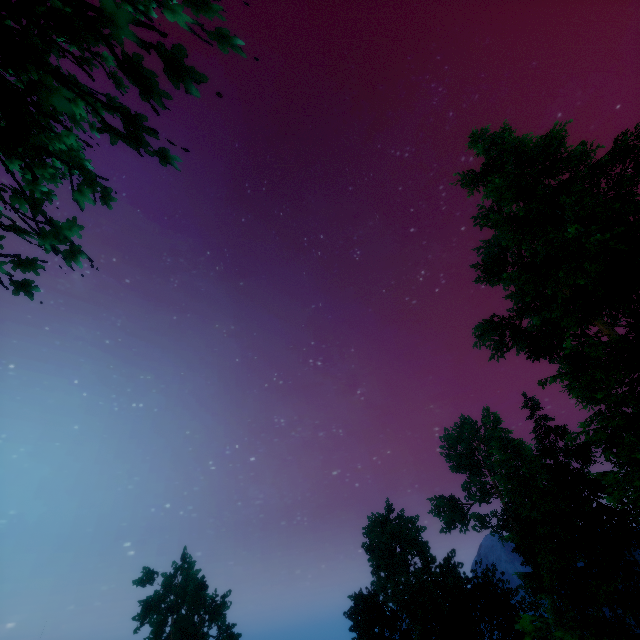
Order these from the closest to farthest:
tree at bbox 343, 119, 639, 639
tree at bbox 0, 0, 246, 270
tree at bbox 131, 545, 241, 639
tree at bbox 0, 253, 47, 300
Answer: tree at bbox 0, 0, 246, 270 < tree at bbox 0, 253, 47, 300 < tree at bbox 343, 119, 639, 639 < tree at bbox 131, 545, 241, 639

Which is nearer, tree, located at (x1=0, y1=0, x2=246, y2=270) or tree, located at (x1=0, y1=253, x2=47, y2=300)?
tree, located at (x1=0, y1=0, x2=246, y2=270)

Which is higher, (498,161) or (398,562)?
(498,161)

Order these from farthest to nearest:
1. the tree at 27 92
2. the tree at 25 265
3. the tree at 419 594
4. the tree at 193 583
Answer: the tree at 193 583, the tree at 419 594, the tree at 25 265, the tree at 27 92

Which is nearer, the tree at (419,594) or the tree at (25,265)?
the tree at (25,265)
